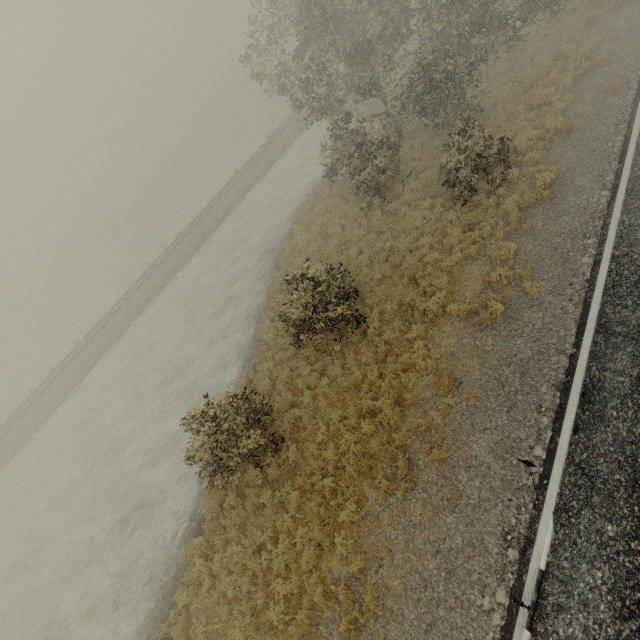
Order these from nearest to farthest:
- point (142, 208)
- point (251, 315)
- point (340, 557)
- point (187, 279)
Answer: point (340, 557) < point (251, 315) < point (187, 279) < point (142, 208)
